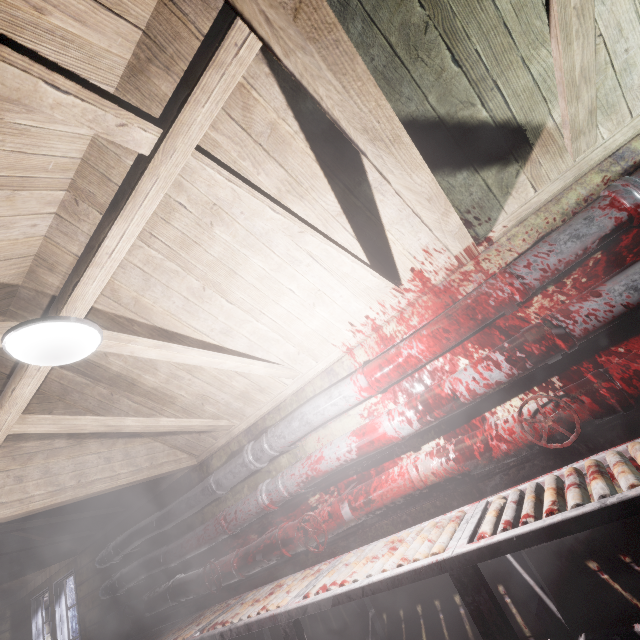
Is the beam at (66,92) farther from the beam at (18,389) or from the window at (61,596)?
the window at (61,596)

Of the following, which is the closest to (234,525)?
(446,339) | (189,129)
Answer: (446,339)

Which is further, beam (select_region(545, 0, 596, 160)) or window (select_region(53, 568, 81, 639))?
window (select_region(53, 568, 81, 639))

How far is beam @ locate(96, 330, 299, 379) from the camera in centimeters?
164cm

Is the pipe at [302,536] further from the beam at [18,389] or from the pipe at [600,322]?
the beam at [18,389]

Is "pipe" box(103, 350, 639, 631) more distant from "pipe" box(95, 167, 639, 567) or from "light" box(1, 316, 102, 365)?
"light" box(1, 316, 102, 365)

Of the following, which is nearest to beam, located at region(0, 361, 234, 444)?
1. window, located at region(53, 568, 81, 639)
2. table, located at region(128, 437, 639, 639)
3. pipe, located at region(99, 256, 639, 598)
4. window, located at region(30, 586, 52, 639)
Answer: pipe, located at region(99, 256, 639, 598)

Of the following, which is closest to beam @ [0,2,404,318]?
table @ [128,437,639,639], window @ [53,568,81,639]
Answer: table @ [128,437,639,639]
